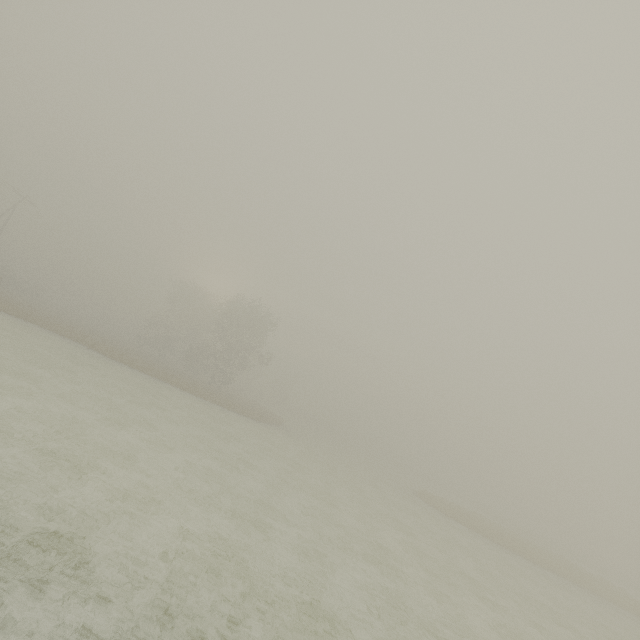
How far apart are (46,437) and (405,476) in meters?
61.4 m
